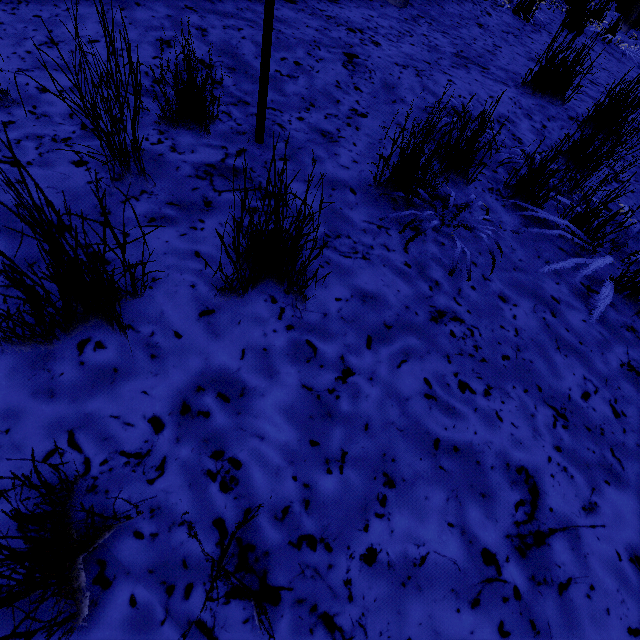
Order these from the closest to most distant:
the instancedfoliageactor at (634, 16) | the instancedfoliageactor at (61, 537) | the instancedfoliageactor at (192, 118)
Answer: the instancedfoliageactor at (61, 537)
the instancedfoliageactor at (192, 118)
the instancedfoliageactor at (634, 16)

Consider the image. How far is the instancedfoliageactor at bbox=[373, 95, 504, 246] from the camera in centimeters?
148cm

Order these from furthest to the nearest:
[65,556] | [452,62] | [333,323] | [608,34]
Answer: [608,34]
[452,62]
[333,323]
[65,556]

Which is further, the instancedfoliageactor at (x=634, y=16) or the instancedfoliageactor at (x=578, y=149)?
the instancedfoliageactor at (x=634, y=16)

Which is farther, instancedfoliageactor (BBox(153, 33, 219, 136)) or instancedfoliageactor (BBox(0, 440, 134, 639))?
instancedfoliageactor (BBox(153, 33, 219, 136))

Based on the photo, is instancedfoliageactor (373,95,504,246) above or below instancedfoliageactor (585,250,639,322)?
above
